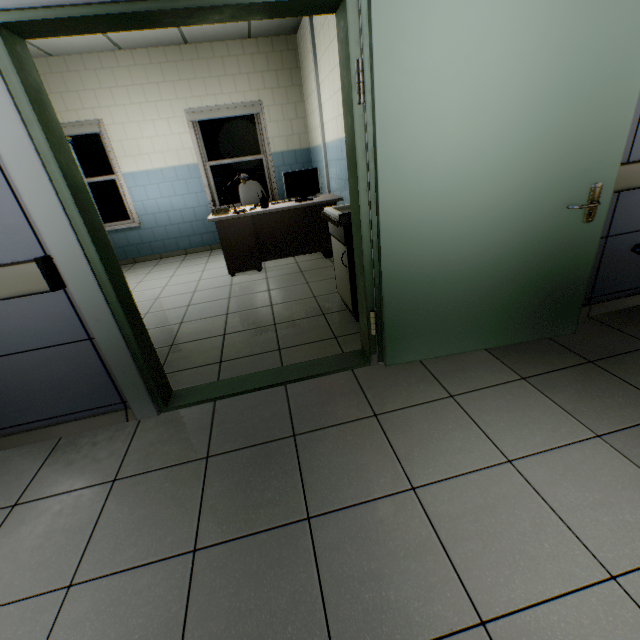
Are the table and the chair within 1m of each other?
yes

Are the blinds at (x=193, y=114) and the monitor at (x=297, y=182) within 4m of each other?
yes

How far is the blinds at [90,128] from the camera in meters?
5.3

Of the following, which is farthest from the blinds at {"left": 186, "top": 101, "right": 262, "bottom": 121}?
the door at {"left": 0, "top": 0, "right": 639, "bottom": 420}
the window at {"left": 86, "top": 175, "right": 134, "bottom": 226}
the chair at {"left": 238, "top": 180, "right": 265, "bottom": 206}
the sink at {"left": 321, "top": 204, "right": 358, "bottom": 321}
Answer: the door at {"left": 0, "top": 0, "right": 639, "bottom": 420}

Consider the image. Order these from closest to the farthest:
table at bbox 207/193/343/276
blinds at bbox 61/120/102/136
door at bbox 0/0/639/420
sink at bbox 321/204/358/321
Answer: door at bbox 0/0/639/420, sink at bbox 321/204/358/321, table at bbox 207/193/343/276, blinds at bbox 61/120/102/136

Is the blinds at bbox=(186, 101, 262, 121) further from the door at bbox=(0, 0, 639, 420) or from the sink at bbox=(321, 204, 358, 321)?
the door at bbox=(0, 0, 639, 420)

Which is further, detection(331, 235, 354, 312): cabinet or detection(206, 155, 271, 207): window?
detection(206, 155, 271, 207): window

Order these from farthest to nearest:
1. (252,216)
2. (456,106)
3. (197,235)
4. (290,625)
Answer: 1. (197,235)
2. (252,216)
3. (456,106)
4. (290,625)
